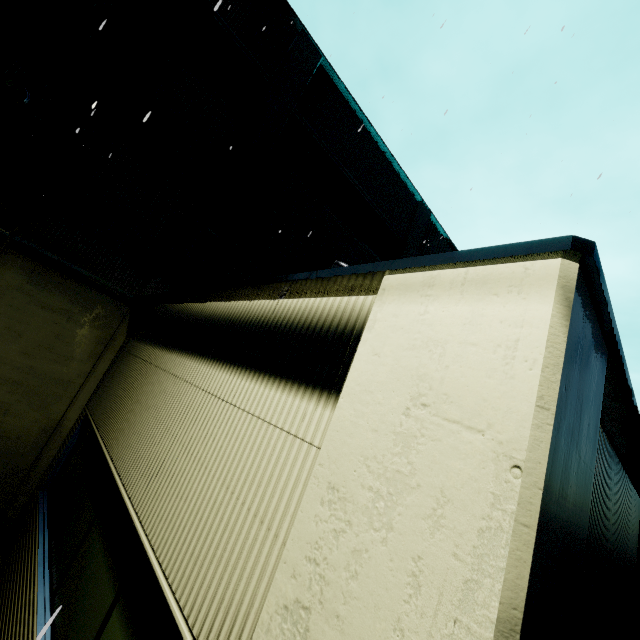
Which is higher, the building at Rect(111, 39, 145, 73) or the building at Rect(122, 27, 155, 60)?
the building at Rect(122, 27, 155, 60)

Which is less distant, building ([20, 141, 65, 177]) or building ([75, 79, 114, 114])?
building ([20, 141, 65, 177])

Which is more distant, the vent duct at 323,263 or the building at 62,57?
the vent duct at 323,263

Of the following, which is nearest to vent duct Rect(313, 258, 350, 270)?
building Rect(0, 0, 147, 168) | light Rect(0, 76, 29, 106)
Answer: building Rect(0, 0, 147, 168)

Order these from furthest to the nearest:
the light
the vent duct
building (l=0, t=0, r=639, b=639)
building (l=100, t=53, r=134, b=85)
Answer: the vent duct, building (l=100, t=53, r=134, b=85), the light, building (l=0, t=0, r=639, b=639)

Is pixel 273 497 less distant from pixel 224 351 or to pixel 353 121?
pixel 224 351

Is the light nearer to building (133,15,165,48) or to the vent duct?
building (133,15,165,48)

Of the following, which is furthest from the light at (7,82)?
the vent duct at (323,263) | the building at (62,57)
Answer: the vent duct at (323,263)
